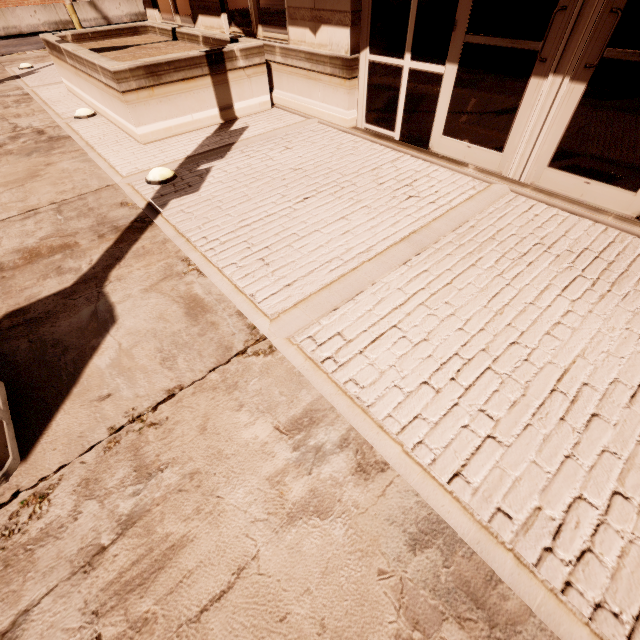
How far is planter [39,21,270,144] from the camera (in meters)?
4.75

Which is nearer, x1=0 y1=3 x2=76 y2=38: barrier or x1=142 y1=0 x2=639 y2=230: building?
x1=142 y1=0 x2=639 y2=230: building

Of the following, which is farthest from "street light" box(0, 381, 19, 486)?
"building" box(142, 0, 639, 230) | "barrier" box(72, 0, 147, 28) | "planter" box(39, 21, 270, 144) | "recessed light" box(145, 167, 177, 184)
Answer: "barrier" box(72, 0, 147, 28)

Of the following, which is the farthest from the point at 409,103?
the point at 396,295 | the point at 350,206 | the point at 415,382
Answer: the point at 415,382

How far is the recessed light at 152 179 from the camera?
4.1 meters

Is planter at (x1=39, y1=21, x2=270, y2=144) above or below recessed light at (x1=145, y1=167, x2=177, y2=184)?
above

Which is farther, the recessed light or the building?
the recessed light

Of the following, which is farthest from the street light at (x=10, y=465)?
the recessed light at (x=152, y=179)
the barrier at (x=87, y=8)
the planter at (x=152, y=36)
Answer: the barrier at (x=87, y=8)
